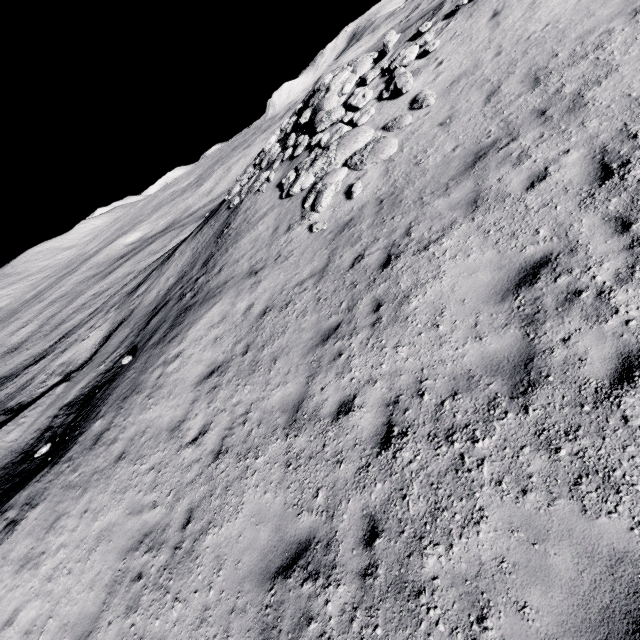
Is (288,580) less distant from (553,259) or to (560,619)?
(560,619)

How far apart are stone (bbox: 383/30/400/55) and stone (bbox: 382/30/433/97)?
1.3m

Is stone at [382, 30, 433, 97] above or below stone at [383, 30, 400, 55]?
below

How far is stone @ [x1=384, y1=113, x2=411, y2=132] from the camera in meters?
10.7 m

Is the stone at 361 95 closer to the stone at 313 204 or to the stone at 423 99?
the stone at 313 204

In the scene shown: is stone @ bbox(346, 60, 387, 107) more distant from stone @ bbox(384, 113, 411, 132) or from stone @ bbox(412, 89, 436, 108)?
stone @ bbox(412, 89, 436, 108)

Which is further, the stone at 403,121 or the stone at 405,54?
the stone at 405,54

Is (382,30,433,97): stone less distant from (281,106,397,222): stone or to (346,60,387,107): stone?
(346,60,387,107): stone
